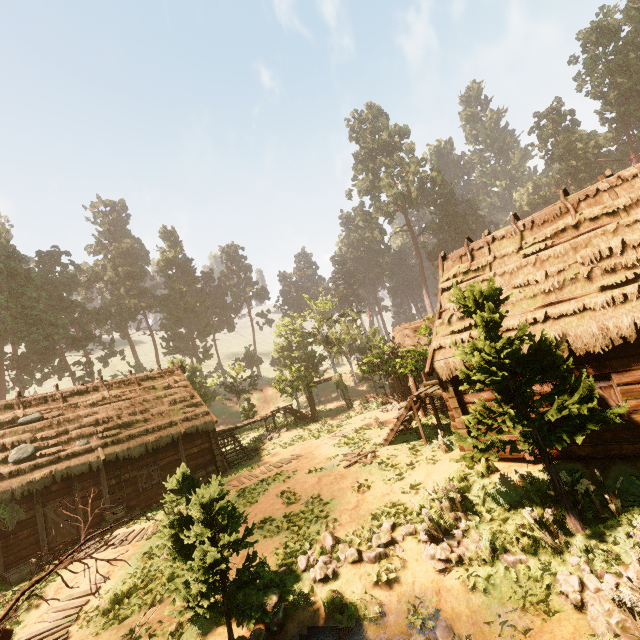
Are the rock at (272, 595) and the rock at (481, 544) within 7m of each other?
yes

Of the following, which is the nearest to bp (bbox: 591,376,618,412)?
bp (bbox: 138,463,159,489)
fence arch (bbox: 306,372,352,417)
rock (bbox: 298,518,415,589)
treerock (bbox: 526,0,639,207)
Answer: treerock (bbox: 526,0,639,207)

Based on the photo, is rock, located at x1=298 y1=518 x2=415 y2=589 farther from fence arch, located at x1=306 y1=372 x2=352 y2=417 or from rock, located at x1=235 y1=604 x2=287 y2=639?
fence arch, located at x1=306 y1=372 x2=352 y2=417

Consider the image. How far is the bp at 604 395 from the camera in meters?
8.6 m

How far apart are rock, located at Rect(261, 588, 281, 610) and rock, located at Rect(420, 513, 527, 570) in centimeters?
354cm

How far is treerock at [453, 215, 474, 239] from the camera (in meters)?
58.03

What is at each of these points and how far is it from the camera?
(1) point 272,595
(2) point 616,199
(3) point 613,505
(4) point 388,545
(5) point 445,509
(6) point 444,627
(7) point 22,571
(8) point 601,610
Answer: (1) rock, 8.3m
(2) building, 10.2m
(3) treerock, 7.2m
(4) rock, 9.1m
(5) treerock, 9.1m
(6) rock, 6.9m
(7) basket, 12.6m
(8) rock, 5.8m

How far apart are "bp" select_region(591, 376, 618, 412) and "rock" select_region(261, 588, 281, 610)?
9.55m
